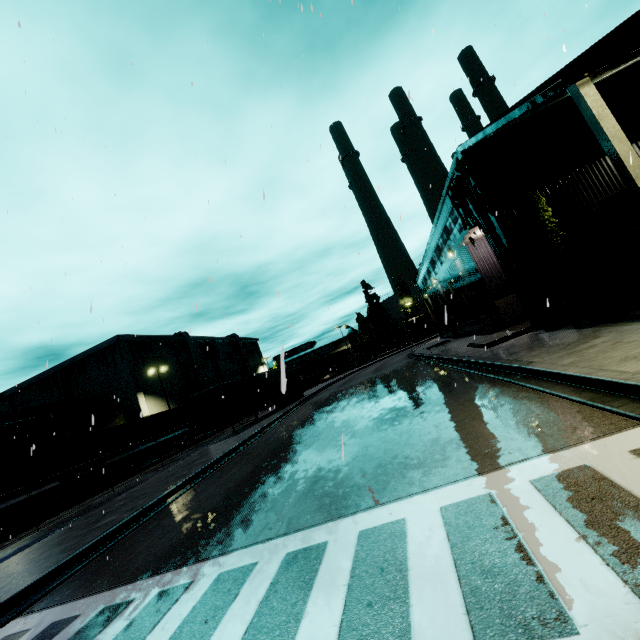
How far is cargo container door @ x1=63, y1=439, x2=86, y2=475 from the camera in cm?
2342

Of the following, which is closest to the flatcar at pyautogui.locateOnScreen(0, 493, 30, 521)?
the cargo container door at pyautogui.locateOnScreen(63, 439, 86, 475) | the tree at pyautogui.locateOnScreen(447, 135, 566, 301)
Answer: the cargo container door at pyautogui.locateOnScreen(63, 439, 86, 475)

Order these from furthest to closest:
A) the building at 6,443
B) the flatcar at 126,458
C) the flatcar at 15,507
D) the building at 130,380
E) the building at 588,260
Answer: the building at 130,380 < the building at 6,443 < the flatcar at 126,458 < the flatcar at 15,507 < the building at 588,260

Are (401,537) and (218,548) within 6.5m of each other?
yes

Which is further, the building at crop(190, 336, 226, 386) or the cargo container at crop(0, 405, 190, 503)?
the building at crop(190, 336, 226, 386)

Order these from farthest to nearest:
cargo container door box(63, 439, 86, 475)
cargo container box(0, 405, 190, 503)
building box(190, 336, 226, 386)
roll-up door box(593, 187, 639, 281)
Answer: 1. building box(190, 336, 226, 386)
2. cargo container door box(63, 439, 86, 475)
3. cargo container box(0, 405, 190, 503)
4. roll-up door box(593, 187, 639, 281)

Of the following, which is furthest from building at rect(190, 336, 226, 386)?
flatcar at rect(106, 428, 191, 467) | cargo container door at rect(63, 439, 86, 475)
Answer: cargo container door at rect(63, 439, 86, 475)

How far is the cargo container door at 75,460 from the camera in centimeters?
2342cm
